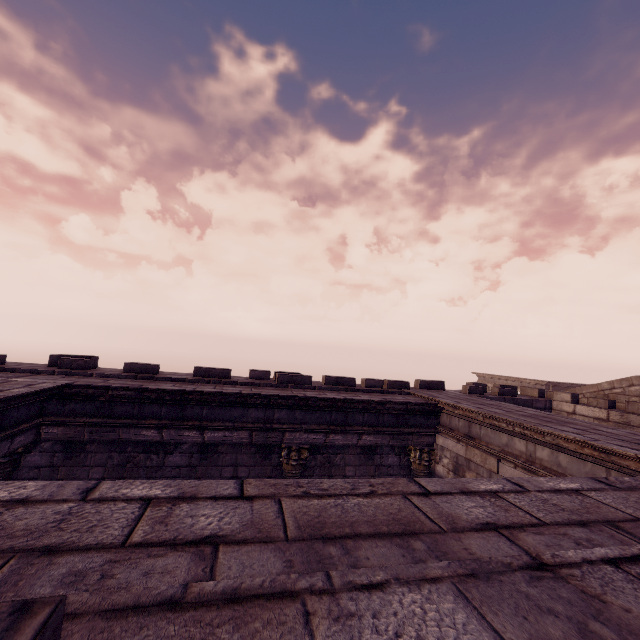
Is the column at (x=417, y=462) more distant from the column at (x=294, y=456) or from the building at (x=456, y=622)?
the column at (x=294, y=456)

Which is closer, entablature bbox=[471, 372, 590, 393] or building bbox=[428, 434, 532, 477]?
building bbox=[428, 434, 532, 477]

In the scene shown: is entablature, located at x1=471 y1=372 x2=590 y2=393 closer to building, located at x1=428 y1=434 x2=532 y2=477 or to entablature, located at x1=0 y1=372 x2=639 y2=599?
building, located at x1=428 y1=434 x2=532 y2=477

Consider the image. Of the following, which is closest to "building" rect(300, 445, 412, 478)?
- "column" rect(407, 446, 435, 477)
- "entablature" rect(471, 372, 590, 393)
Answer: "column" rect(407, 446, 435, 477)

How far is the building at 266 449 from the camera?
6.18m

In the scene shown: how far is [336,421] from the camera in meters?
7.3

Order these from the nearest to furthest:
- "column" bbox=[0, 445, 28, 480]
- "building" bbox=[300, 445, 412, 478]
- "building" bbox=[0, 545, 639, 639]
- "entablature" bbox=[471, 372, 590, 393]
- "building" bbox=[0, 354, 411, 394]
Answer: "building" bbox=[0, 545, 639, 639], "column" bbox=[0, 445, 28, 480], "building" bbox=[0, 354, 411, 394], "building" bbox=[300, 445, 412, 478], "entablature" bbox=[471, 372, 590, 393]
